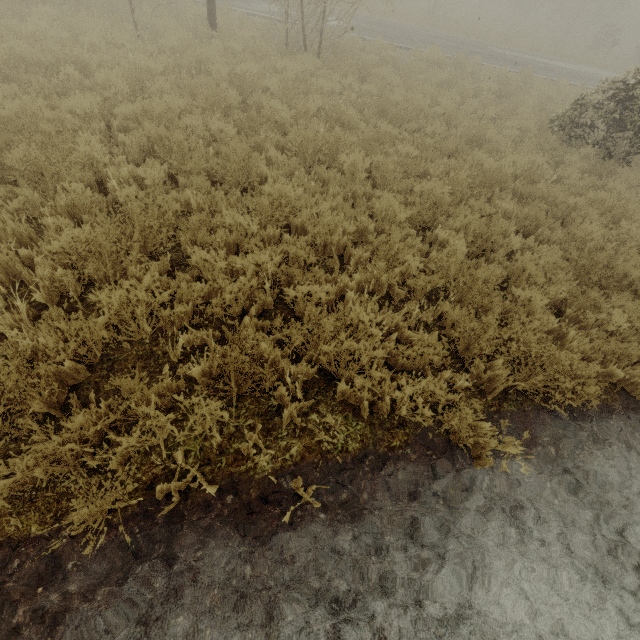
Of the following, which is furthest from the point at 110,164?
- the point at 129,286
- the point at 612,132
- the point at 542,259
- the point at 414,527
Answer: the point at 612,132
